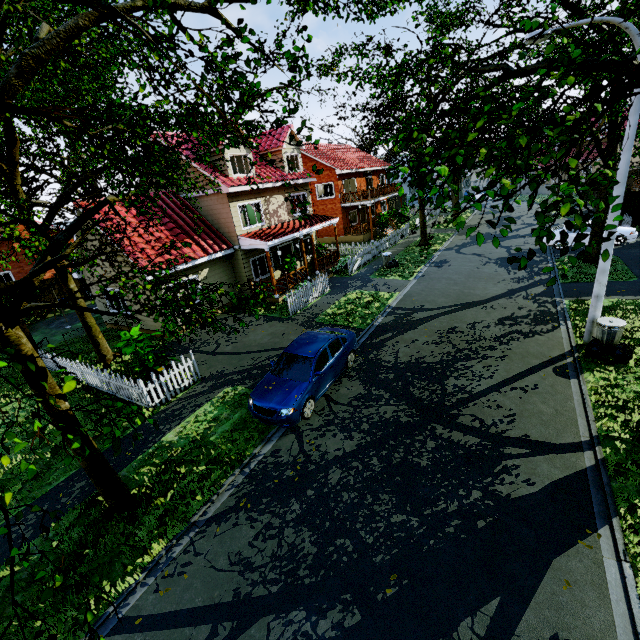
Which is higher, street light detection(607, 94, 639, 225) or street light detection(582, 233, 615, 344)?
street light detection(607, 94, 639, 225)

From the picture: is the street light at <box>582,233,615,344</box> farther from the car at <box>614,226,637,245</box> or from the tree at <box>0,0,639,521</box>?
the car at <box>614,226,637,245</box>

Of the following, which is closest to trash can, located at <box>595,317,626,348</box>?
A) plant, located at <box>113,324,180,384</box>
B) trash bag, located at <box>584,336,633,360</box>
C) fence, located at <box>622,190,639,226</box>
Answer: trash bag, located at <box>584,336,633,360</box>

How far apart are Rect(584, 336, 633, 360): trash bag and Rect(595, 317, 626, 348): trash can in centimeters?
2cm

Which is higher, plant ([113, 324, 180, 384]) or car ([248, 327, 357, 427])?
plant ([113, 324, 180, 384])

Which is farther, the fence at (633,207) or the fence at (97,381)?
the fence at (633,207)

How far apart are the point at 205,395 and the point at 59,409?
5.0m

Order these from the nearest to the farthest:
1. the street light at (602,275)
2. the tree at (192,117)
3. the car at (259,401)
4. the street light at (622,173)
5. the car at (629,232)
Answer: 1. the tree at (192,117)
2. the street light at (622,173)
3. the car at (259,401)
4. the street light at (602,275)
5. the car at (629,232)
